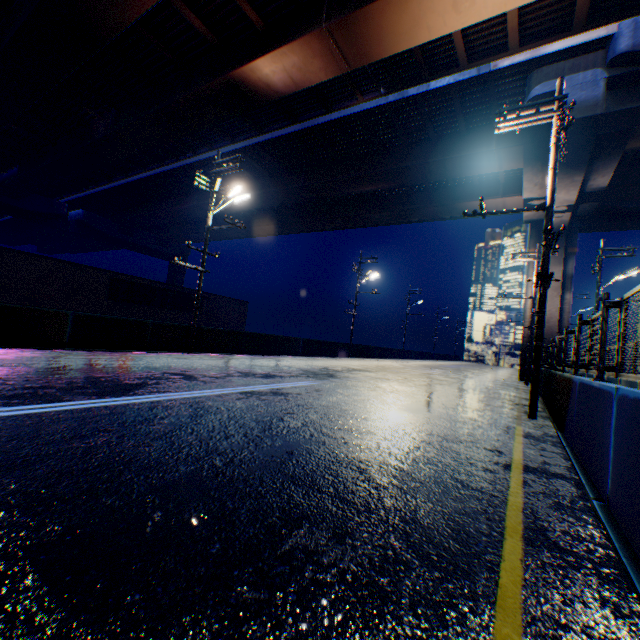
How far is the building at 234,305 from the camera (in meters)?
28.53

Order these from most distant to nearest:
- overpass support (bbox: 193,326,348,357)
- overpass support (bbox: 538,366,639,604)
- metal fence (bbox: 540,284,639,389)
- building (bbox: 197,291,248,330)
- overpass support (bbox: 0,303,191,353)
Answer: building (bbox: 197,291,248,330), overpass support (bbox: 193,326,348,357), overpass support (bbox: 0,303,191,353), metal fence (bbox: 540,284,639,389), overpass support (bbox: 538,366,639,604)

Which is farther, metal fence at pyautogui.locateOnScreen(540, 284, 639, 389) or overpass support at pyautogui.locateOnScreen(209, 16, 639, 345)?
overpass support at pyautogui.locateOnScreen(209, 16, 639, 345)

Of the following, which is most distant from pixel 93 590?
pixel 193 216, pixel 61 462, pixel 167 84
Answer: pixel 193 216

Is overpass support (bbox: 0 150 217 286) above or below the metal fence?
above

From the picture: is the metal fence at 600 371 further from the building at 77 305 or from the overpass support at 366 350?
the building at 77 305

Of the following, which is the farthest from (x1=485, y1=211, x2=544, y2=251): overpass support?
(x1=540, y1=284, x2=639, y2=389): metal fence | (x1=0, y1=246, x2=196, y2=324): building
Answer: (x1=0, y1=246, x2=196, y2=324): building
